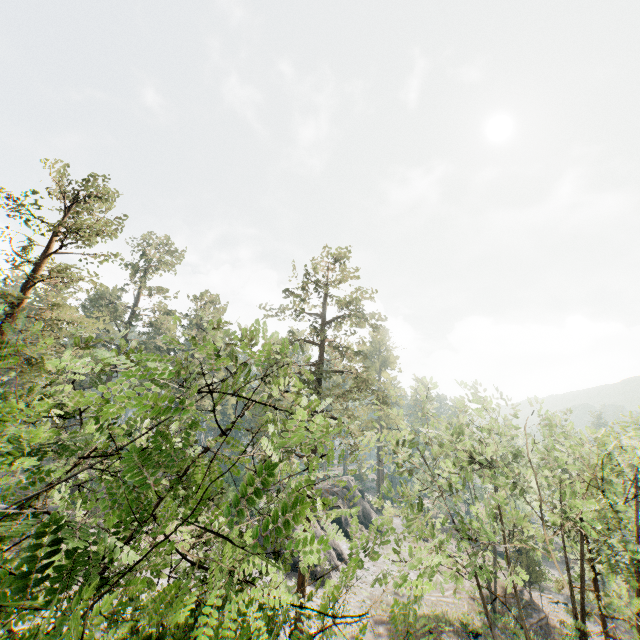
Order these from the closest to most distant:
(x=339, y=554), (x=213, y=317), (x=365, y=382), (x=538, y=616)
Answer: (x=365, y=382), (x=538, y=616), (x=339, y=554), (x=213, y=317)

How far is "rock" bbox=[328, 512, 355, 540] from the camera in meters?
41.1 m

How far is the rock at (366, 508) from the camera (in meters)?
43.94

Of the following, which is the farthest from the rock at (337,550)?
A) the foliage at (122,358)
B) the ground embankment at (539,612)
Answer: the ground embankment at (539,612)

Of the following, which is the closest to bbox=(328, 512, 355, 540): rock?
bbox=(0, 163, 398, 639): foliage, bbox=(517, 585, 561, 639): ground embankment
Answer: bbox=(0, 163, 398, 639): foliage
